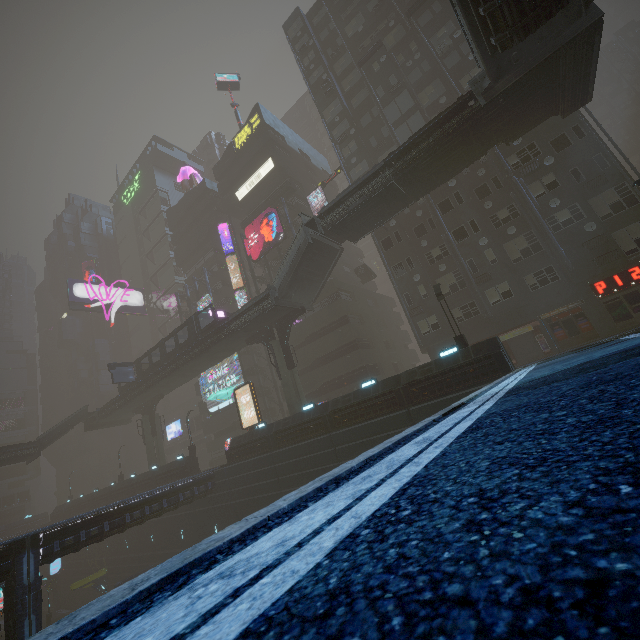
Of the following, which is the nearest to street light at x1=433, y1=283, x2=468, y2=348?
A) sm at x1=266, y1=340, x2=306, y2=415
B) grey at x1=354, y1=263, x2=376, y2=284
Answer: grey at x1=354, y1=263, x2=376, y2=284

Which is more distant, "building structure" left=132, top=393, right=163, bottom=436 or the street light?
"building structure" left=132, top=393, right=163, bottom=436

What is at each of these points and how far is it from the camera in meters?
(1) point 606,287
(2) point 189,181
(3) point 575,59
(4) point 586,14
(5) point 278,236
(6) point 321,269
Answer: (1) sign, 22.4 m
(2) mannequin, 58.6 m
(3) bridge, 16.4 m
(4) stairs, 15.1 m
(5) sign, 38.9 m
(6) stairs, 28.7 m

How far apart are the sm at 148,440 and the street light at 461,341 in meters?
40.4 m

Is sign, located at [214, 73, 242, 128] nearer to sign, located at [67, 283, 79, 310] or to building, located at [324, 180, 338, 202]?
building, located at [324, 180, 338, 202]

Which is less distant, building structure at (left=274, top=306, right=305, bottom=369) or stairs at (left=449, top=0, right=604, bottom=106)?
stairs at (left=449, top=0, right=604, bottom=106)

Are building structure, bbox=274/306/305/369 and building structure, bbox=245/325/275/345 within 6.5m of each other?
yes

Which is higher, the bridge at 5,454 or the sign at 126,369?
the sign at 126,369
